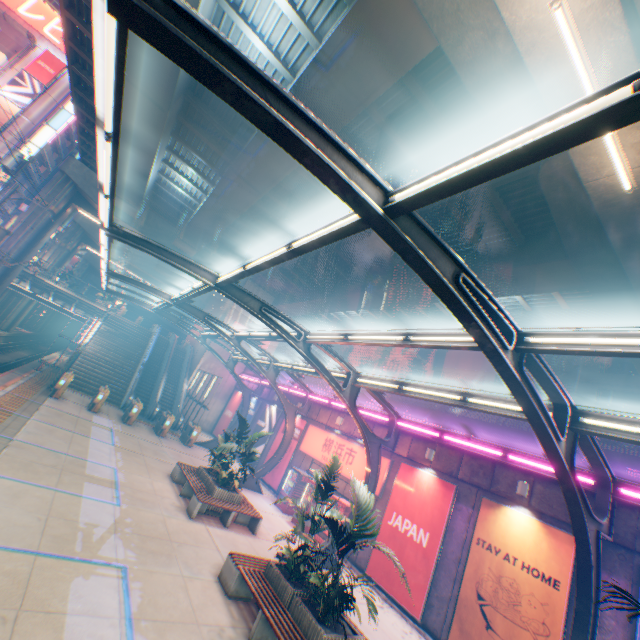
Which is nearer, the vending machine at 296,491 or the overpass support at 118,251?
the vending machine at 296,491

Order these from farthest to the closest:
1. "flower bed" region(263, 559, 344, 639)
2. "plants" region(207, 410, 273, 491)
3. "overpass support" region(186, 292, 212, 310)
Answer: "overpass support" region(186, 292, 212, 310) → "plants" region(207, 410, 273, 491) → "flower bed" region(263, 559, 344, 639)

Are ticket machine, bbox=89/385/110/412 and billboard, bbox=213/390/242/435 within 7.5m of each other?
no

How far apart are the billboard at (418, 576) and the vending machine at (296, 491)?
4.9m

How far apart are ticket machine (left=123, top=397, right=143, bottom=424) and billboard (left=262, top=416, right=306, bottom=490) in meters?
8.3

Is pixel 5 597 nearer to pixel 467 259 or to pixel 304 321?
pixel 467 259

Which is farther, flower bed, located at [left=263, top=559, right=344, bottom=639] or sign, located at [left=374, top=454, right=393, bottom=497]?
sign, located at [left=374, top=454, right=393, bottom=497]

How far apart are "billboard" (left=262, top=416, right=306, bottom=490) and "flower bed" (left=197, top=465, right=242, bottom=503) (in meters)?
6.54
